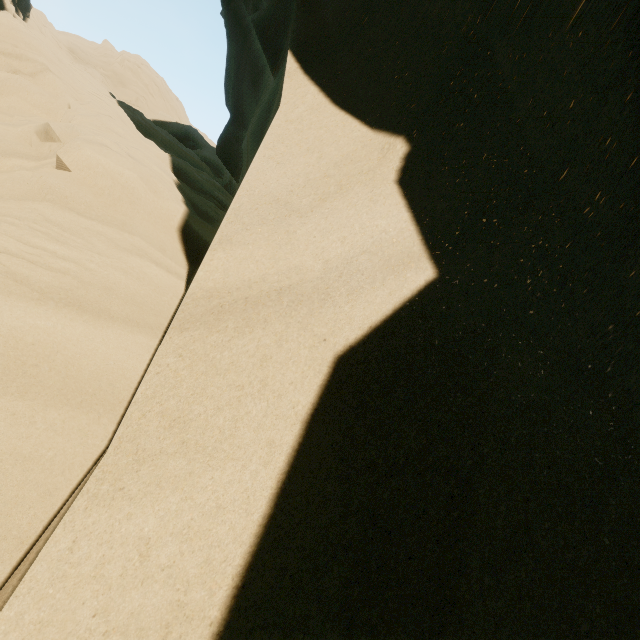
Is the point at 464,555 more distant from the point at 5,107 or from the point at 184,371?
the point at 5,107
